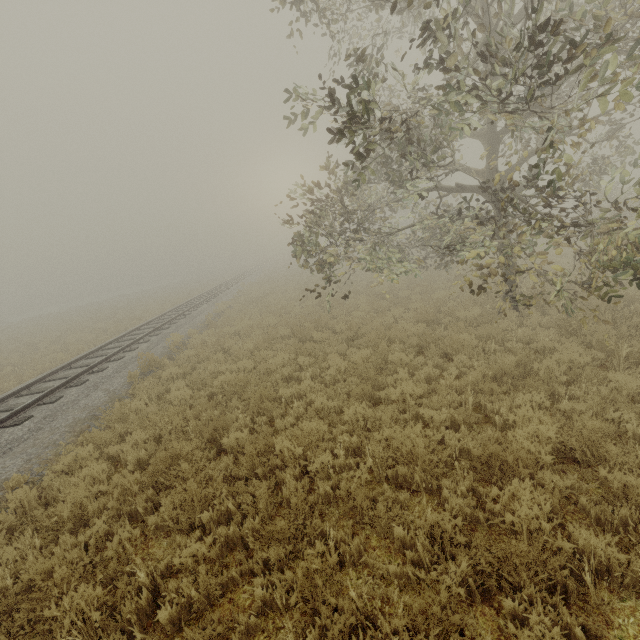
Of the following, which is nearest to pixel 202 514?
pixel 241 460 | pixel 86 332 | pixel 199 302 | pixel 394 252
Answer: pixel 241 460
